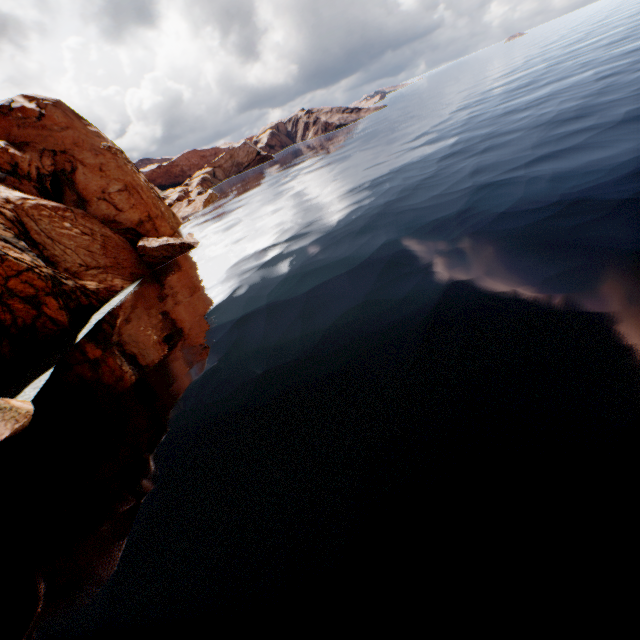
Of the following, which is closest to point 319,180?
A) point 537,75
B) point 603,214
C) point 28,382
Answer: point 603,214

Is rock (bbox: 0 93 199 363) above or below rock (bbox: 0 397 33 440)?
above

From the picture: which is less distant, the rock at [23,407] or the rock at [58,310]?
the rock at [23,407]

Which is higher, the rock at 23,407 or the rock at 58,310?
the rock at 58,310

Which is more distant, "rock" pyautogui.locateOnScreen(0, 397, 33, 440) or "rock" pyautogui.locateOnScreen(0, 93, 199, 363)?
"rock" pyautogui.locateOnScreen(0, 93, 199, 363)
